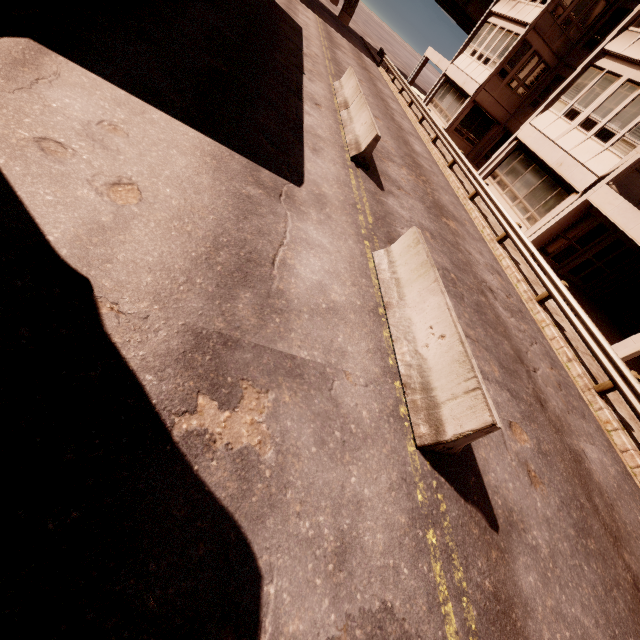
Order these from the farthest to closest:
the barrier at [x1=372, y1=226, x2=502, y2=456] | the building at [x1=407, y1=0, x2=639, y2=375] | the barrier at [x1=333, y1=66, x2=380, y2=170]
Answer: the building at [x1=407, y1=0, x2=639, y2=375]
the barrier at [x1=333, y1=66, x2=380, y2=170]
the barrier at [x1=372, y1=226, x2=502, y2=456]

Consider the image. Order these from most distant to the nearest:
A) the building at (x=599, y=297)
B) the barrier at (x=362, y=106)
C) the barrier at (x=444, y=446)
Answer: the building at (x=599, y=297), the barrier at (x=362, y=106), the barrier at (x=444, y=446)

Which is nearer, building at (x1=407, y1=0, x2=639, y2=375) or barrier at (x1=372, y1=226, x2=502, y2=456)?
barrier at (x1=372, y1=226, x2=502, y2=456)

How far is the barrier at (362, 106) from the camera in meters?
9.6 m

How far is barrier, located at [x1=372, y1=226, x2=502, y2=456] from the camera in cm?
397

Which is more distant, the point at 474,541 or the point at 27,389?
the point at 474,541

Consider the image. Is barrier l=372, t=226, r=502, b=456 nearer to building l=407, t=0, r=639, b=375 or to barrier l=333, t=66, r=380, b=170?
barrier l=333, t=66, r=380, b=170
